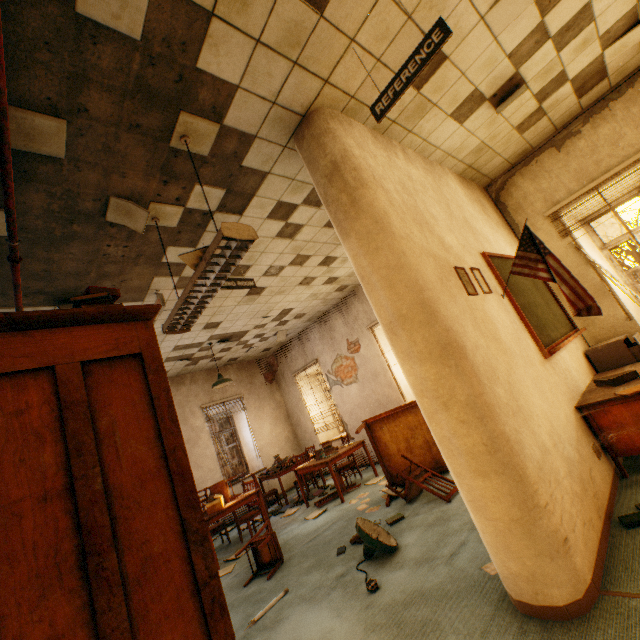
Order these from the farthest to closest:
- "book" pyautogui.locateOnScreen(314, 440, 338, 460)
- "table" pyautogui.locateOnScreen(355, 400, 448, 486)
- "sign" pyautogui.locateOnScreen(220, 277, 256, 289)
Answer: "book" pyautogui.locateOnScreen(314, 440, 338, 460), "table" pyautogui.locateOnScreen(355, 400, 448, 486), "sign" pyautogui.locateOnScreen(220, 277, 256, 289)

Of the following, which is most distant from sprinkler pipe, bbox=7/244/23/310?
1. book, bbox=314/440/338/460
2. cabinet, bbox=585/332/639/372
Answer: cabinet, bbox=585/332/639/372

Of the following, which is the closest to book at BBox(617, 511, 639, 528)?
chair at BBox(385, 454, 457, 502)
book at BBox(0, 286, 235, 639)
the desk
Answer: the desk

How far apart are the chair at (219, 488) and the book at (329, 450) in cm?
159

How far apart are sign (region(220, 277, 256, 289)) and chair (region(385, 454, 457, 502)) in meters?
3.2 m

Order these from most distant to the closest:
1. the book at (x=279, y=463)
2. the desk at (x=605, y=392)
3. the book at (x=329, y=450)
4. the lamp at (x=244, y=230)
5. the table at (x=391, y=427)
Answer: the book at (x=279, y=463)
the book at (x=329, y=450)
the table at (x=391, y=427)
the desk at (x=605, y=392)
the lamp at (x=244, y=230)

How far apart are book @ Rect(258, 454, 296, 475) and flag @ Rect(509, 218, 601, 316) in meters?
6.3

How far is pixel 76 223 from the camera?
3.0m
